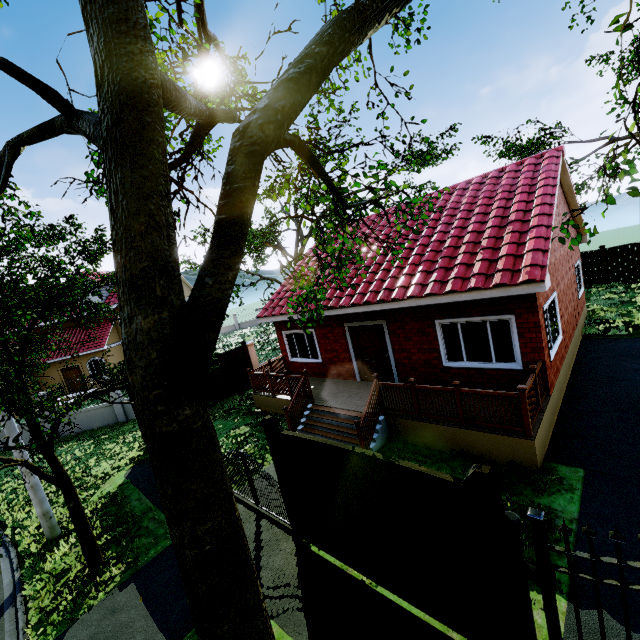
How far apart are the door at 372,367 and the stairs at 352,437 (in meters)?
1.94

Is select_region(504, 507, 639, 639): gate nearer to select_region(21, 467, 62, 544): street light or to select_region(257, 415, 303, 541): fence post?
select_region(257, 415, 303, 541): fence post

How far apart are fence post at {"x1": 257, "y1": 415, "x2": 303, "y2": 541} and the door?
5.38m

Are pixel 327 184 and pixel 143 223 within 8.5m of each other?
yes

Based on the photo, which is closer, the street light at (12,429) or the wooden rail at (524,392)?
the wooden rail at (524,392)

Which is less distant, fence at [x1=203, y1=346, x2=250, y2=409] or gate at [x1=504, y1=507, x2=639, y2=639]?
gate at [x1=504, y1=507, x2=639, y2=639]

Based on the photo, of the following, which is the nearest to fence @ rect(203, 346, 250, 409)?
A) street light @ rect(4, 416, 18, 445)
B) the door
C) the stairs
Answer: the stairs

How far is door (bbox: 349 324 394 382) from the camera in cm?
1073
